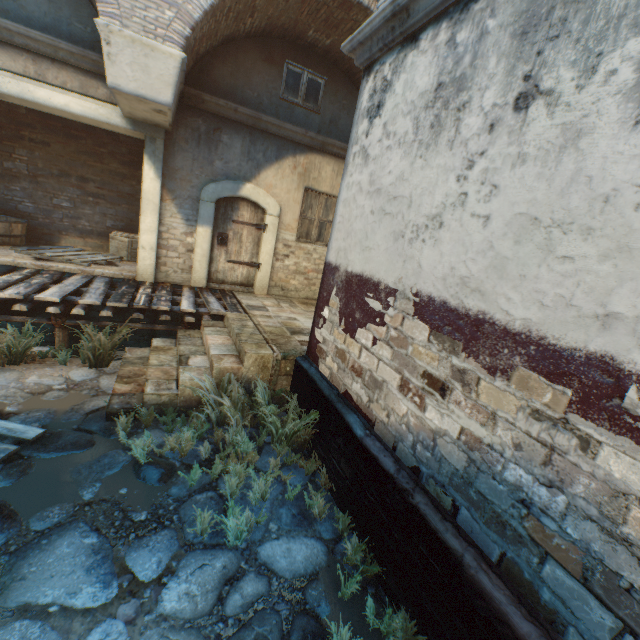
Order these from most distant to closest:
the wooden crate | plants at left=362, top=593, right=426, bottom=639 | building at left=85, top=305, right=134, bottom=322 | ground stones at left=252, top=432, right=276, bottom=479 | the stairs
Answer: the wooden crate → building at left=85, top=305, right=134, bottom=322 → the stairs → ground stones at left=252, top=432, right=276, bottom=479 → plants at left=362, top=593, right=426, bottom=639

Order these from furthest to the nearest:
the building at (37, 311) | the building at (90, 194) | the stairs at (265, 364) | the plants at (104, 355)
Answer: the building at (37, 311) → the plants at (104, 355) → the stairs at (265, 364) → the building at (90, 194)

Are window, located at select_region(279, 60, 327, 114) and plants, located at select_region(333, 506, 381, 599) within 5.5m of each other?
no

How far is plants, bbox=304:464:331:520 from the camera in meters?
3.2 m

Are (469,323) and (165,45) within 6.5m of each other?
yes

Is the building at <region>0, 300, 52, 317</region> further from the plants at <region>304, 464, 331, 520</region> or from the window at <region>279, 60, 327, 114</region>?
the window at <region>279, 60, 327, 114</region>

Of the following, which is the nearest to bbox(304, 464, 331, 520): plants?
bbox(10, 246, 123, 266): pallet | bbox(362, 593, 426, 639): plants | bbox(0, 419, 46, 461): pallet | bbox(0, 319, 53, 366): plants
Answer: bbox(362, 593, 426, 639): plants

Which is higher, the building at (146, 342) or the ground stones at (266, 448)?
the ground stones at (266, 448)
